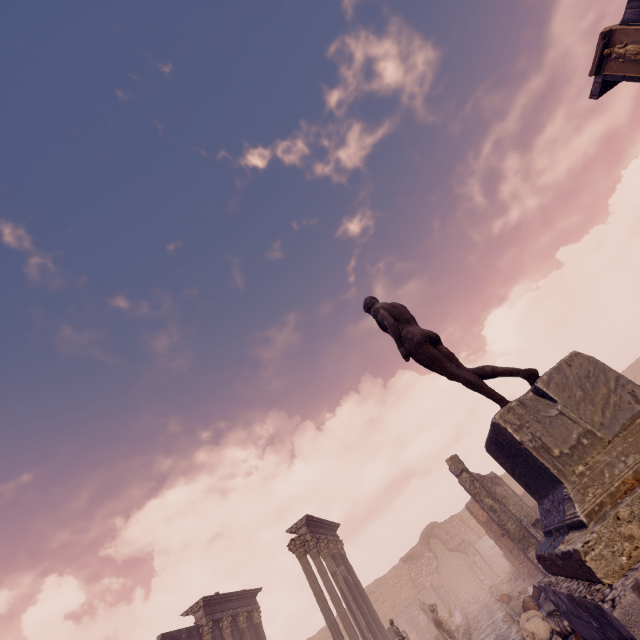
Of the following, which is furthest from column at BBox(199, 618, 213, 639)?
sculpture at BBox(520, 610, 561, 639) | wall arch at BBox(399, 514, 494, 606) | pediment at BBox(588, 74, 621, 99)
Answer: pediment at BBox(588, 74, 621, 99)

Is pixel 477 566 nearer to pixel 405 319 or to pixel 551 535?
pixel 551 535

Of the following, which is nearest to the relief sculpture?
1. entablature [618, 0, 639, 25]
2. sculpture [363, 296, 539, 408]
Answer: entablature [618, 0, 639, 25]

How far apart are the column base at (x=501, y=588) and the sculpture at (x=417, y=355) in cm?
2241

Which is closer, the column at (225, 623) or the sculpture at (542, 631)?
the sculpture at (542, 631)

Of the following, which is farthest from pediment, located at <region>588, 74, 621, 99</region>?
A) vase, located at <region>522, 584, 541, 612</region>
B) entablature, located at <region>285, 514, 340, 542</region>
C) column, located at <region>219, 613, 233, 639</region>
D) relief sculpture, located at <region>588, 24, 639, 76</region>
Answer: column, located at <region>219, 613, 233, 639</region>

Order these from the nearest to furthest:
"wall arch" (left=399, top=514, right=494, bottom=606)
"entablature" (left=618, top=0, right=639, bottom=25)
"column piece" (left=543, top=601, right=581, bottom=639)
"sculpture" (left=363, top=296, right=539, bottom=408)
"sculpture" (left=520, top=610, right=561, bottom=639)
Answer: "sculpture" (left=363, top=296, right=539, bottom=408)
"column piece" (left=543, top=601, right=581, bottom=639)
"entablature" (left=618, top=0, right=639, bottom=25)
"sculpture" (left=520, top=610, right=561, bottom=639)
"wall arch" (left=399, top=514, right=494, bottom=606)

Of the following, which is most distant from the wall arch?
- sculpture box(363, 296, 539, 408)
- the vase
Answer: sculpture box(363, 296, 539, 408)
